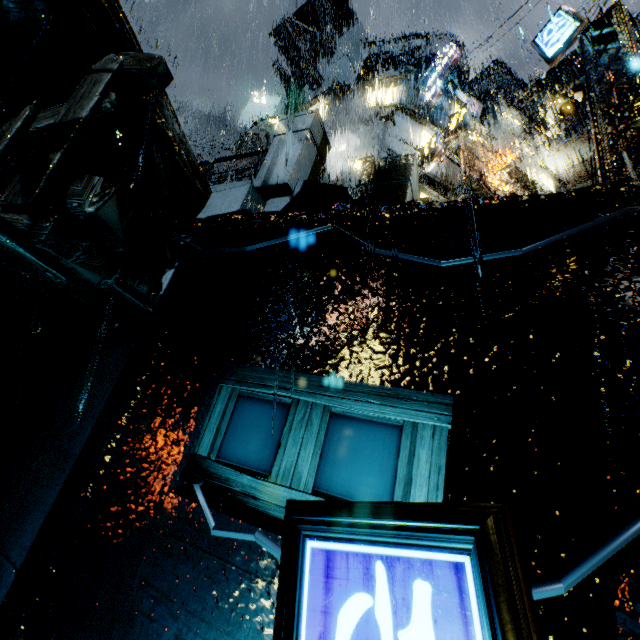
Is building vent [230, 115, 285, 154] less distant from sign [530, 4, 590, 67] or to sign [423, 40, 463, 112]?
sign [423, 40, 463, 112]

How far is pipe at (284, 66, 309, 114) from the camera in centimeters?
2888cm

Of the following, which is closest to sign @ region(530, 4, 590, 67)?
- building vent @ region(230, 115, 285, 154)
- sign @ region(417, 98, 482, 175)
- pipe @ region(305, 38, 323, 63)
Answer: sign @ region(417, 98, 482, 175)

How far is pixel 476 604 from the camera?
1.3 meters

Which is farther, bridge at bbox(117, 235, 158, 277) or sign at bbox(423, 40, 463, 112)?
sign at bbox(423, 40, 463, 112)

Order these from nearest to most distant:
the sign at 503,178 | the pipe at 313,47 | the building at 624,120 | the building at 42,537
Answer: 1. the building at 42,537
2. the building at 624,120
3. the sign at 503,178
4. the pipe at 313,47

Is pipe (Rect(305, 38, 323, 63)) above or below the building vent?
above

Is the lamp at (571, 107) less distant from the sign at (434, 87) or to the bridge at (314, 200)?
the bridge at (314, 200)
